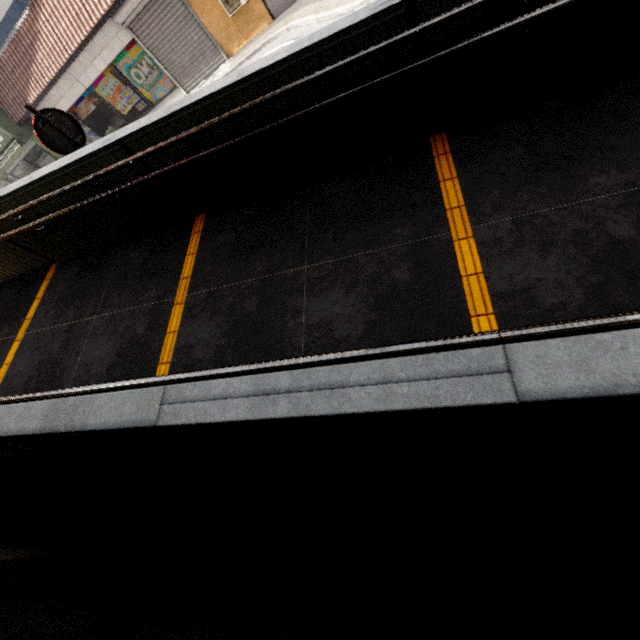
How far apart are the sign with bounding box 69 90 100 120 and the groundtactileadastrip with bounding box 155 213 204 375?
12.33m

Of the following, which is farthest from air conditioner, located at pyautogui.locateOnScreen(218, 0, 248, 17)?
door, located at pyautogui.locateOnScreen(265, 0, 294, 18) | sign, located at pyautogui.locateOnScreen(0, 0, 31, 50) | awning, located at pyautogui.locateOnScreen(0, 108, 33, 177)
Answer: sign, located at pyautogui.locateOnScreen(0, 0, 31, 50)

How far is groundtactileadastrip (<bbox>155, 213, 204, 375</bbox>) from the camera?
3.38m

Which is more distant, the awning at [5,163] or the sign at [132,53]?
the awning at [5,163]

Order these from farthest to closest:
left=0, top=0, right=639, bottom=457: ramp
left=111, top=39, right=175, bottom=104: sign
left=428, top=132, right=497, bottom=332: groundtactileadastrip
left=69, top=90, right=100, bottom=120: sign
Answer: left=69, top=90, right=100, bottom=120: sign, left=111, top=39, right=175, bottom=104: sign, left=428, top=132, right=497, bottom=332: groundtactileadastrip, left=0, top=0, right=639, bottom=457: ramp

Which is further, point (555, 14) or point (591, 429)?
point (555, 14)

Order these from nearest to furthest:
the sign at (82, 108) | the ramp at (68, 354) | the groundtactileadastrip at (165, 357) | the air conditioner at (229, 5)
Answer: the ramp at (68, 354)
the groundtactileadastrip at (165, 357)
the air conditioner at (229, 5)
the sign at (82, 108)

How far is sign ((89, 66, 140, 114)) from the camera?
11.47m
